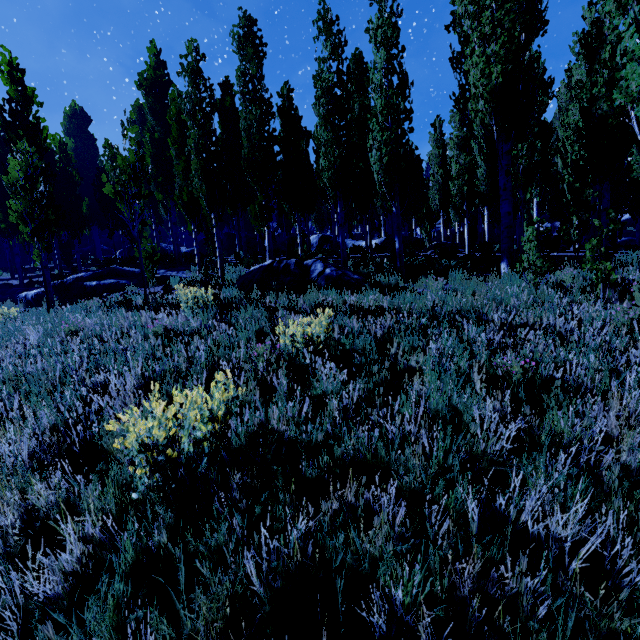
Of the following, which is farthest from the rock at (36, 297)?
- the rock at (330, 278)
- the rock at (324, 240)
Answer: the rock at (324, 240)

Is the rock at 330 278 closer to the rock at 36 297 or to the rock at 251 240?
the rock at 36 297

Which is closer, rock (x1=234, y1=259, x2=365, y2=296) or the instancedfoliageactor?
the instancedfoliageactor

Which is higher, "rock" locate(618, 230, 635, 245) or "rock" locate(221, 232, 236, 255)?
"rock" locate(221, 232, 236, 255)

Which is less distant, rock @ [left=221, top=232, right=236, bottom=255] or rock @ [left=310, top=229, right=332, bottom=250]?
rock @ [left=310, top=229, right=332, bottom=250]

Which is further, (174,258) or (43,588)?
(174,258)

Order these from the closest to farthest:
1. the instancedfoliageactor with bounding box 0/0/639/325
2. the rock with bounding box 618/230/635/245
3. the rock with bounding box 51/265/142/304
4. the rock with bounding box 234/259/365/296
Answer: the instancedfoliageactor with bounding box 0/0/639/325 → the rock with bounding box 234/259/365/296 → the rock with bounding box 51/265/142/304 → the rock with bounding box 618/230/635/245
